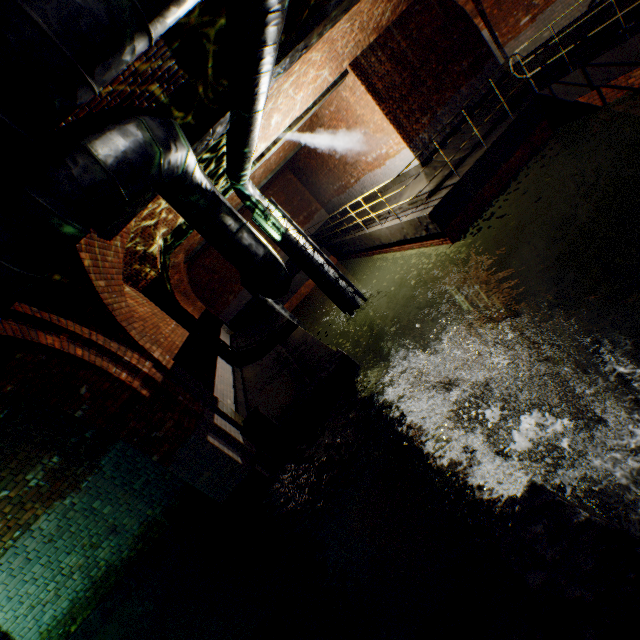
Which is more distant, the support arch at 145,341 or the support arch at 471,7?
the support arch at 471,7

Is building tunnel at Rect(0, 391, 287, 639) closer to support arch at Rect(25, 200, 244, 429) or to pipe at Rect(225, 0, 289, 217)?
pipe at Rect(225, 0, 289, 217)

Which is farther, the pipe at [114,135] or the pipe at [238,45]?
the pipe at [238,45]

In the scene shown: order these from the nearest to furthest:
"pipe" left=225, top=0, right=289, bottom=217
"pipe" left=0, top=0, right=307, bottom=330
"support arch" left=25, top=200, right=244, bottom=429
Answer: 1. "pipe" left=0, top=0, right=307, bottom=330
2. "pipe" left=225, top=0, right=289, bottom=217
3. "support arch" left=25, top=200, right=244, bottom=429

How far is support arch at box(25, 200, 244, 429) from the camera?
4.1 meters

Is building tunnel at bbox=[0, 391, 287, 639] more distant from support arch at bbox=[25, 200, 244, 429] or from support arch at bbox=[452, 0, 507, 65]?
support arch at bbox=[452, 0, 507, 65]

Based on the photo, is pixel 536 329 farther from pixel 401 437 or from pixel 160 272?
pixel 160 272

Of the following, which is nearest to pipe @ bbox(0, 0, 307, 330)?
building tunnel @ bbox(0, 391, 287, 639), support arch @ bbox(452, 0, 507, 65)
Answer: building tunnel @ bbox(0, 391, 287, 639)
